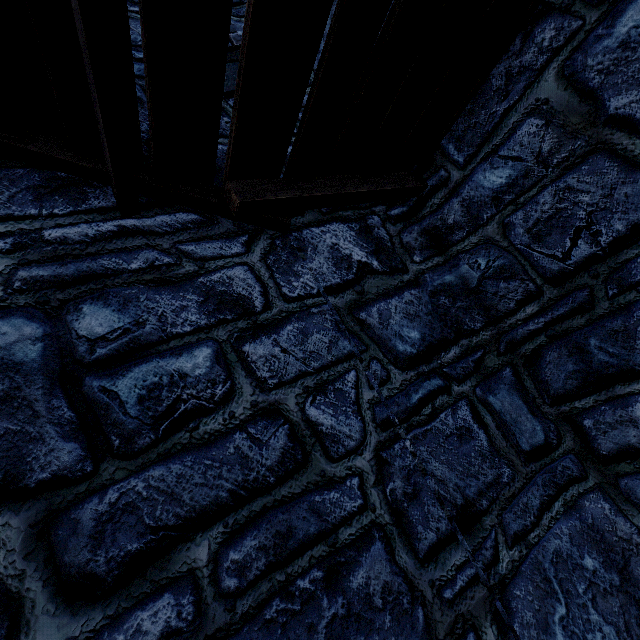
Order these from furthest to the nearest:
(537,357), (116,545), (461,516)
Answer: (537,357), (461,516), (116,545)
